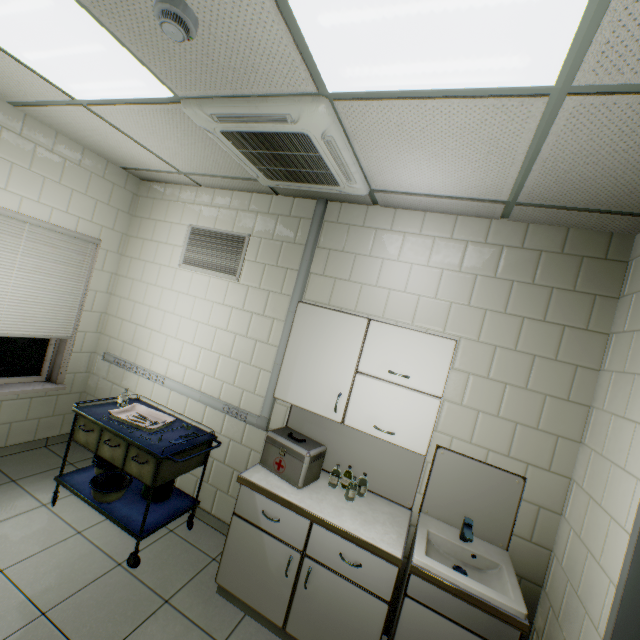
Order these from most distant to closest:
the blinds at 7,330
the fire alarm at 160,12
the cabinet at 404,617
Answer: the blinds at 7,330 → the cabinet at 404,617 → the fire alarm at 160,12

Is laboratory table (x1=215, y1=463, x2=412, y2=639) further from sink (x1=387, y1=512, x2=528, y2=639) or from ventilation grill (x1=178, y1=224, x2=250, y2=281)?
ventilation grill (x1=178, y1=224, x2=250, y2=281)

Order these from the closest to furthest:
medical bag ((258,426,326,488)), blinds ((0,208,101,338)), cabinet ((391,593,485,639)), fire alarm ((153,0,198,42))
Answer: fire alarm ((153,0,198,42)), cabinet ((391,593,485,639)), medical bag ((258,426,326,488)), blinds ((0,208,101,338))

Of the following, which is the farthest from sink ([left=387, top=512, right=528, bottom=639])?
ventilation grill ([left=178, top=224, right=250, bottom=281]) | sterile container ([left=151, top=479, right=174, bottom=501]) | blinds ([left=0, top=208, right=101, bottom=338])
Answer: blinds ([left=0, top=208, right=101, bottom=338])

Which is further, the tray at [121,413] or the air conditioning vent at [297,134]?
the tray at [121,413]

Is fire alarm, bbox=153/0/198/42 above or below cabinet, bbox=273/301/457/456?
above

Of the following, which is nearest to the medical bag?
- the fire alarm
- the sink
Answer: the sink

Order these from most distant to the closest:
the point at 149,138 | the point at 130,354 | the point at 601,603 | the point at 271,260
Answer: the point at 130,354 < the point at 271,260 < the point at 149,138 < the point at 601,603
